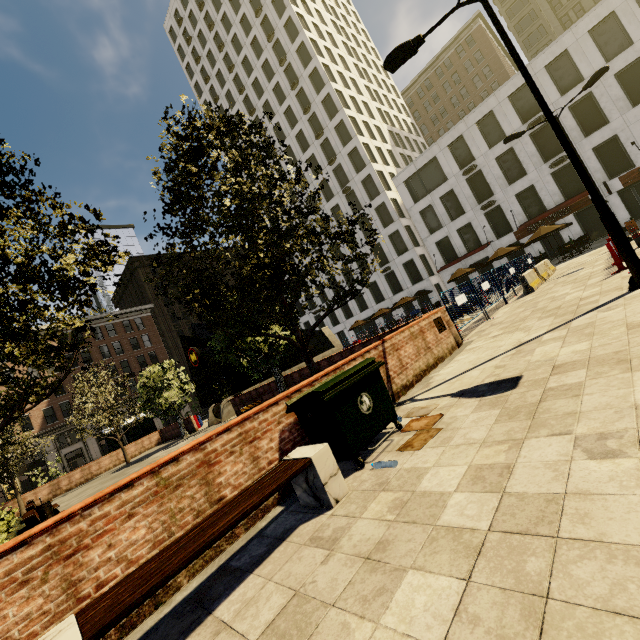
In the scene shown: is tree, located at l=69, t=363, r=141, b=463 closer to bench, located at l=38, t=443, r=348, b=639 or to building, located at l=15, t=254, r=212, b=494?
building, located at l=15, t=254, r=212, b=494

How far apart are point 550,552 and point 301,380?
12.8m

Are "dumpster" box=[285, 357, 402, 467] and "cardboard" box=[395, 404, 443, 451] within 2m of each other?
yes

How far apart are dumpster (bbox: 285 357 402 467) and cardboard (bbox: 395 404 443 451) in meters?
0.1 m

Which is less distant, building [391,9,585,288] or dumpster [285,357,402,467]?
dumpster [285,357,402,467]

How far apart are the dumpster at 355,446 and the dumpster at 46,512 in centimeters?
1159cm

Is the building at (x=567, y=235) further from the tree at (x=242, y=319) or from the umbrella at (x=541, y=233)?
the tree at (x=242, y=319)

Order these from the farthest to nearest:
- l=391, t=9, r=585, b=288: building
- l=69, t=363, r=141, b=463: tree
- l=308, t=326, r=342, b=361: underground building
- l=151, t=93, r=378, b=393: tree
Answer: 1. l=391, t=9, r=585, b=288: building
2. l=308, t=326, r=342, b=361: underground building
3. l=69, t=363, r=141, b=463: tree
4. l=151, t=93, r=378, b=393: tree
